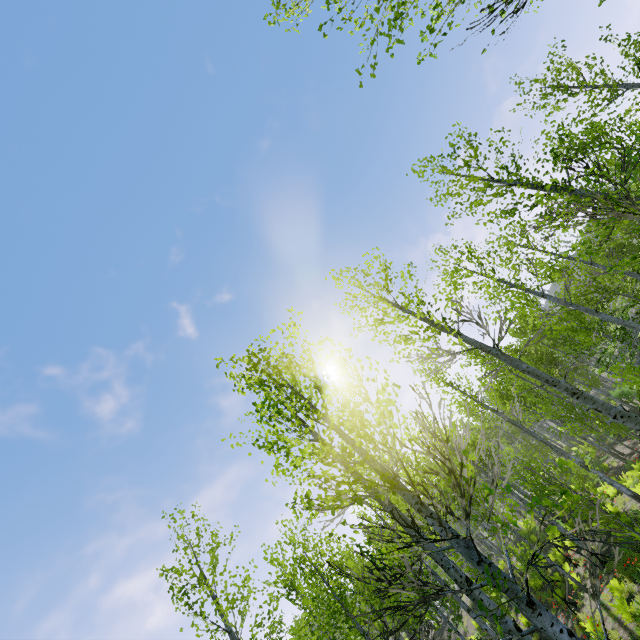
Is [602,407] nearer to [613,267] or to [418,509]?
[613,267]
